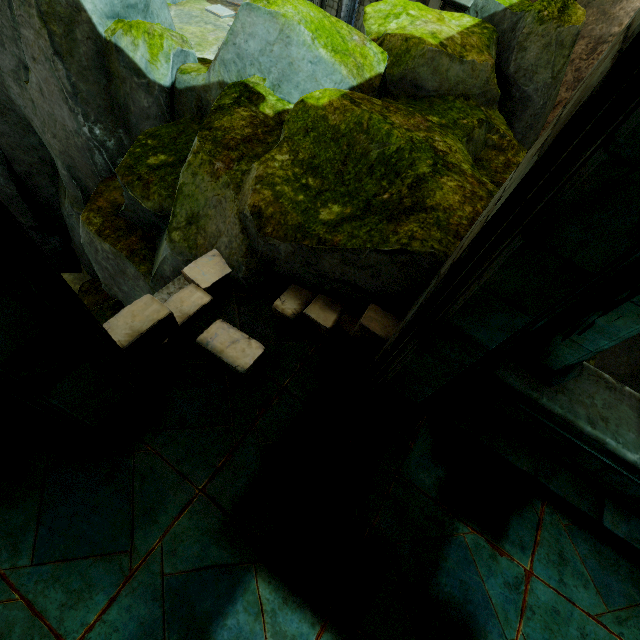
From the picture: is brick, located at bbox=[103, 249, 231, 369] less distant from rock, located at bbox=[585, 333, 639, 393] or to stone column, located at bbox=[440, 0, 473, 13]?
rock, located at bbox=[585, 333, 639, 393]

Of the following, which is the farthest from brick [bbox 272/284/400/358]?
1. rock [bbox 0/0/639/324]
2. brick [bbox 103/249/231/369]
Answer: brick [bbox 103/249/231/369]

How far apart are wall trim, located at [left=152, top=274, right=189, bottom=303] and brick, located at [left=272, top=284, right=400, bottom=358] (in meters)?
0.95

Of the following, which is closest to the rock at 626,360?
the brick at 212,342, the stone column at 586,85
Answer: the stone column at 586,85

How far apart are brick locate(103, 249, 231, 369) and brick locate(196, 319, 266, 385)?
0.25m

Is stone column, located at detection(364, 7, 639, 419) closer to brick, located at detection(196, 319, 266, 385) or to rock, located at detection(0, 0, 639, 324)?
rock, located at detection(0, 0, 639, 324)

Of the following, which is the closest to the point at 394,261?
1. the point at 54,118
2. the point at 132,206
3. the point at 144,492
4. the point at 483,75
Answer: the point at 144,492

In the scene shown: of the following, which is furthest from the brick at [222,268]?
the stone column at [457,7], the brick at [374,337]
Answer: the stone column at [457,7]
